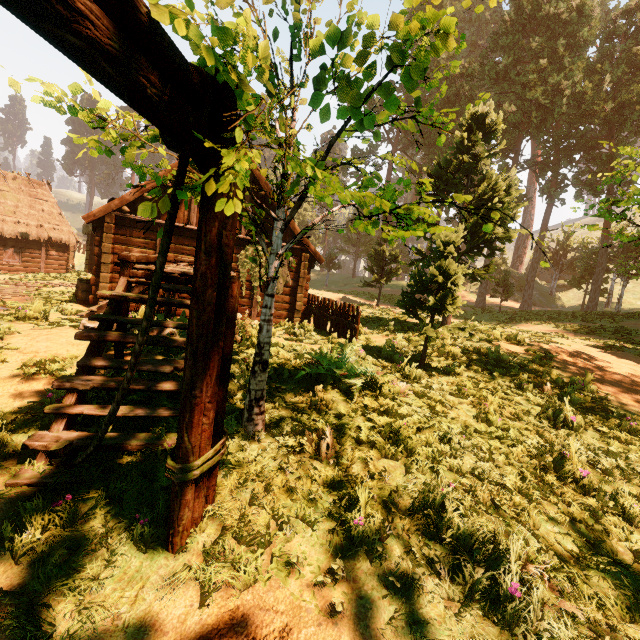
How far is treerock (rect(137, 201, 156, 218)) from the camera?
1.2 meters

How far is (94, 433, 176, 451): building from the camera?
3.51m

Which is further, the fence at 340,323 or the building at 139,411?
the fence at 340,323

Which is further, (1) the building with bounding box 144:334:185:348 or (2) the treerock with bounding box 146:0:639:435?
(1) the building with bounding box 144:334:185:348

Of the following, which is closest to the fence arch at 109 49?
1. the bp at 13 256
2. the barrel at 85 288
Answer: the barrel at 85 288

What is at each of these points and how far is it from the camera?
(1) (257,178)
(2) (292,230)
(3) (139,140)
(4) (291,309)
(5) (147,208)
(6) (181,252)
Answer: (1) building, 13.22m
(2) building, 14.09m
(3) treerock, 2.71m
(4) building, 14.93m
(5) treerock, 1.20m
(6) building, 13.00m

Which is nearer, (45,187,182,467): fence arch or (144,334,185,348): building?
(45,187,182,467): fence arch

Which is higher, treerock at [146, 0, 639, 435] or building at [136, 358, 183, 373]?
treerock at [146, 0, 639, 435]
